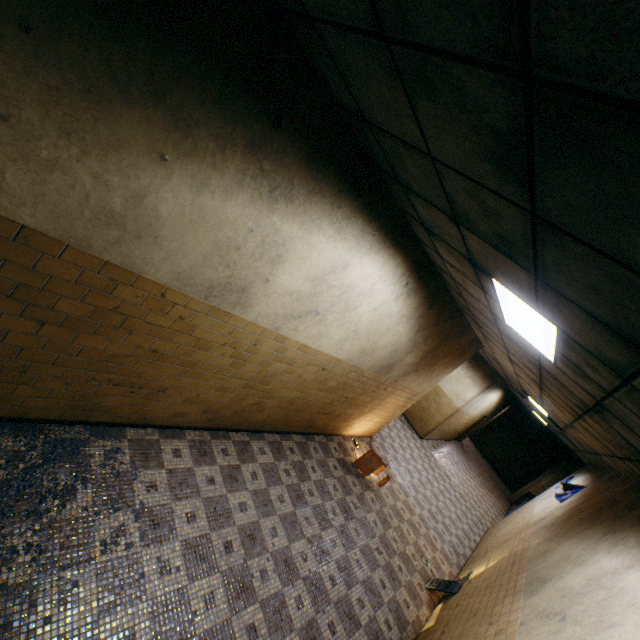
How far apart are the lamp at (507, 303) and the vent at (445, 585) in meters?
5.0 m

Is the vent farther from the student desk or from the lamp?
the lamp

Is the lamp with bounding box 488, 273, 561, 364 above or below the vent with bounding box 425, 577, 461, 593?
above

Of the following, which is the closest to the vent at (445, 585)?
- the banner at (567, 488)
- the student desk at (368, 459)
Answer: the student desk at (368, 459)

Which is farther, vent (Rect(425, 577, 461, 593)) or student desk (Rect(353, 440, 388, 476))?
student desk (Rect(353, 440, 388, 476))

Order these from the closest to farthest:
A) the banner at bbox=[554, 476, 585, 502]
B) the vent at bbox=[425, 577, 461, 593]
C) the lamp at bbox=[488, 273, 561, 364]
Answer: the lamp at bbox=[488, 273, 561, 364]
the vent at bbox=[425, 577, 461, 593]
the banner at bbox=[554, 476, 585, 502]

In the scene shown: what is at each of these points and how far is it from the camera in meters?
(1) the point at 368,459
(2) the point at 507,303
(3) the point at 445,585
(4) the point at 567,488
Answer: (1) student desk, 7.3
(2) lamp, 2.9
(3) vent, 6.0
(4) banner, 7.9

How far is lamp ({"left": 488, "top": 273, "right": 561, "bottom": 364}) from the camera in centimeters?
248cm
